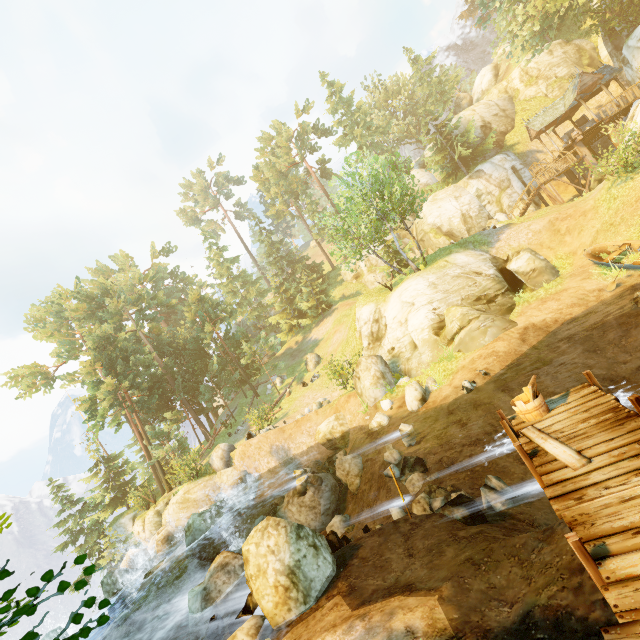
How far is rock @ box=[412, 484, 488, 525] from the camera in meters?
7.4 m

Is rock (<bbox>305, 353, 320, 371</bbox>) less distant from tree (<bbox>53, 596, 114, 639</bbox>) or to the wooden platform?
tree (<bbox>53, 596, 114, 639</bbox>)

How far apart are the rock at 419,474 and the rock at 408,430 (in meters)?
0.35

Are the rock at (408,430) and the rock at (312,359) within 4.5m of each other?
no

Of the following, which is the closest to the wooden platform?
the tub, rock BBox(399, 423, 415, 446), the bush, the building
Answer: the tub

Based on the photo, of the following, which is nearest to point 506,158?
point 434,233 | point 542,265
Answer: point 434,233

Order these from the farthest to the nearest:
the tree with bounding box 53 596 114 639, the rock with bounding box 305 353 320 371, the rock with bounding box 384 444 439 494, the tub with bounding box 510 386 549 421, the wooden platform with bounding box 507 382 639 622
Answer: the rock with bounding box 305 353 320 371
the rock with bounding box 384 444 439 494
the tub with bounding box 510 386 549 421
the wooden platform with bounding box 507 382 639 622
the tree with bounding box 53 596 114 639

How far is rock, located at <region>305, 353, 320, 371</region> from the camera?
31.6m
